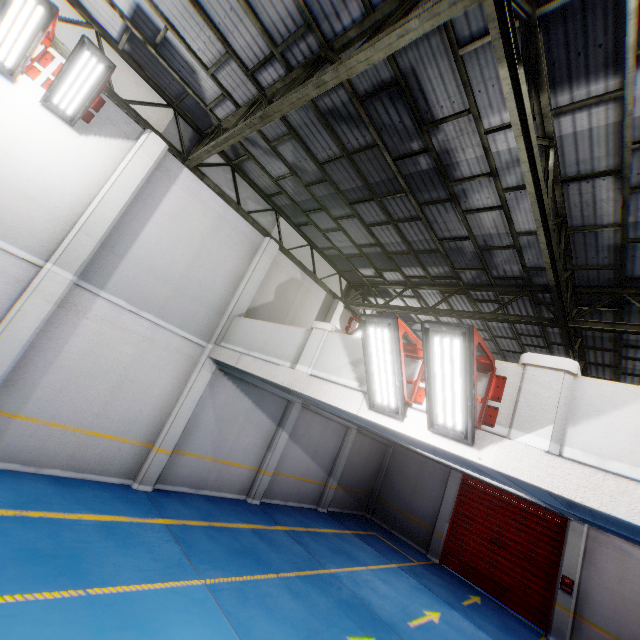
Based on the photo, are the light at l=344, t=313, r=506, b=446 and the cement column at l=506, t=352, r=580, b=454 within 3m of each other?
yes

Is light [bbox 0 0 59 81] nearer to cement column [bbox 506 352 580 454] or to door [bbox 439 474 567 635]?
cement column [bbox 506 352 580 454]

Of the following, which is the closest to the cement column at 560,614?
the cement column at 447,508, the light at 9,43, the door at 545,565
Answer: the door at 545,565

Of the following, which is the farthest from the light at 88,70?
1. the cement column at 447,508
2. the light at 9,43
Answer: the cement column at 447,508

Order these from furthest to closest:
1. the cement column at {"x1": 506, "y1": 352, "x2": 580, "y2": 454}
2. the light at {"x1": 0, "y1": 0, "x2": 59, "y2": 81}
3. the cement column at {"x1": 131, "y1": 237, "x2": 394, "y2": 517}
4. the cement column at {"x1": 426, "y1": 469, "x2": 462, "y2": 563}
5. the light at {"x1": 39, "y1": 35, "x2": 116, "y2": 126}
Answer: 1. the cement column at {"x1": 426, "y1": 469, "x2": 462, "y2": 563}
2. the cement column at {"x1": 131, "y1": 237, "x2": 394, "y2": 517}
3. the light at {"x1": 39, "y1": 35, "x2": 116, "y2": 126}
4. the light at {"x1": 0, "y1": 0, "x2": 59, "y2": 81}
5. the cement column at {"x1": 506, "y1": 352, "x2": 580, "y2": 454}

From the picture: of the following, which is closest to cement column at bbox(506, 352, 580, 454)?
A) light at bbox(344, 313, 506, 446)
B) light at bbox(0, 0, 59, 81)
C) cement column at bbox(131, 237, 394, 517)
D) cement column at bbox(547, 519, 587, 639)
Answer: light at bbox(344, 313, 506, 446)

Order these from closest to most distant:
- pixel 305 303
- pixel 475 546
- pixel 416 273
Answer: pixel 416 273 → pixel 305 303 → pixel 475 546

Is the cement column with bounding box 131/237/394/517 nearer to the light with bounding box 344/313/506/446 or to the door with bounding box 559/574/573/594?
the door with bounding box 559/574/573/594
